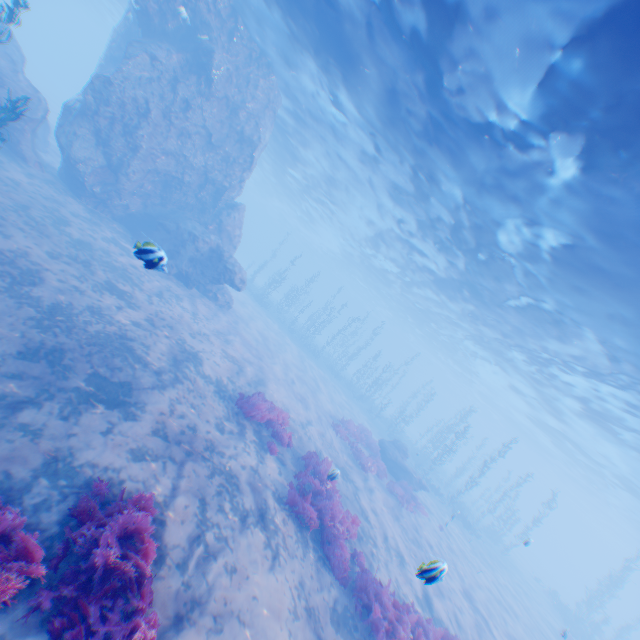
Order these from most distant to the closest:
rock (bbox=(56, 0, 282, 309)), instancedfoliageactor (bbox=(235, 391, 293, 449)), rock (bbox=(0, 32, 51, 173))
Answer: rock (bbox=(56, 0, 282, 309)), rock (bbox=(0, 32, 51, 173)), instancedfoliageactor (bbox=(235, 391, 293, 449))

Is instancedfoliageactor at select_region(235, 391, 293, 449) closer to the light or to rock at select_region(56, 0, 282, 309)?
rock at select_region(56, 0, 282, 309)

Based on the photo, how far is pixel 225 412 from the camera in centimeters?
1045cm

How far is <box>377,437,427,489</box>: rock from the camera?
21.02m

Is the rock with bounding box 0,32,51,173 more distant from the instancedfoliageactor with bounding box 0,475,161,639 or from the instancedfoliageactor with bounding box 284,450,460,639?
the instancedfoliageactor with bounding box 284,450,460,639

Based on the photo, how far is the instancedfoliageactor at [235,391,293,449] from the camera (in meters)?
11.14

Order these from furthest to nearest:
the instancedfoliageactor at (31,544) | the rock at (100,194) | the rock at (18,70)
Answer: the rock at (100,194)
the rock at (18,70)
the instancedfoliageactor at (31,544)

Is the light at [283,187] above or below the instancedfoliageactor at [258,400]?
above
